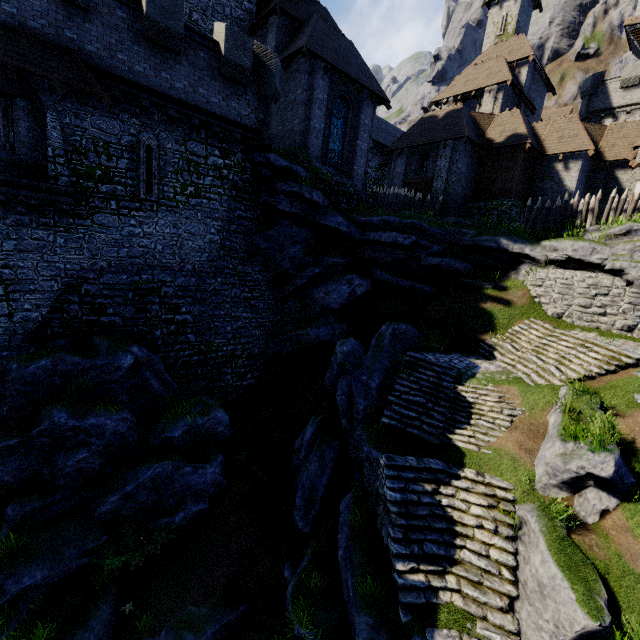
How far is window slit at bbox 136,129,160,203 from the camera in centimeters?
1318cm

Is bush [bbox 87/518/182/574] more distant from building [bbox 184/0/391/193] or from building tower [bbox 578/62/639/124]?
building tower [bbox 578/62/639/124]

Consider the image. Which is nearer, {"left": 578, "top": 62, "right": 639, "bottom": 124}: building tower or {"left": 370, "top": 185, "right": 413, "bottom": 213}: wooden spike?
{"left": 370, "top": 185, "right": 413, "bottom": 213}: wooden spike

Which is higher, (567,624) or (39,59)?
(39,59)

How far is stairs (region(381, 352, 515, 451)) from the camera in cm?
1162

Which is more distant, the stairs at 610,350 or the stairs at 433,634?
the stairs at 610,350

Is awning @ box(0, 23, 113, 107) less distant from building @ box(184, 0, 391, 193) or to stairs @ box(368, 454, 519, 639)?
building @ box(184, 0, 391, 193)

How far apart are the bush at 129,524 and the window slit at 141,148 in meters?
12.3
